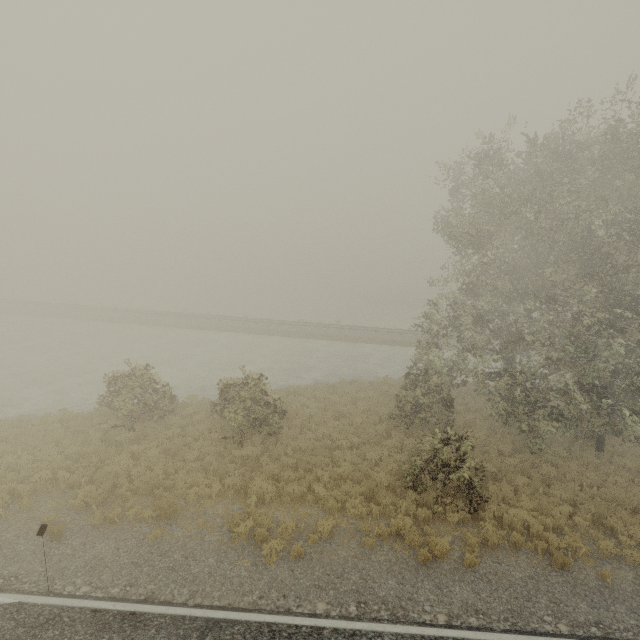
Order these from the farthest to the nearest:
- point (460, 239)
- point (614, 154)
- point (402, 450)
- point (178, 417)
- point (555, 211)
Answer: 1. point (460, 239)
2. point (178, 417)
3. point (402, 450)
4. point (555, 211)
5. point (614, 154)
